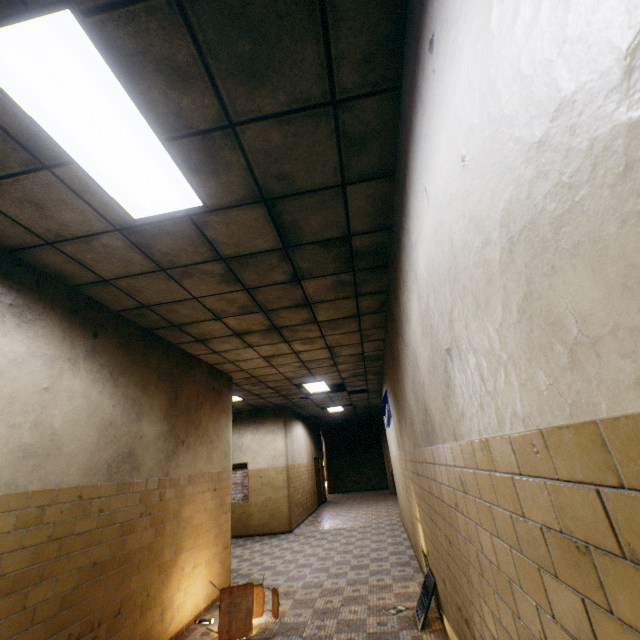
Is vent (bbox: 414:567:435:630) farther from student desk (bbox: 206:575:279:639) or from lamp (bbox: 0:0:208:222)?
lamp (bbox: 0:0:208:222)

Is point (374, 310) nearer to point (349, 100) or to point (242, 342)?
point (242, 342)

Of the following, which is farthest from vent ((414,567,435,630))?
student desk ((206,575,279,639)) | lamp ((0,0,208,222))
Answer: lamp ((0,0,208,222))

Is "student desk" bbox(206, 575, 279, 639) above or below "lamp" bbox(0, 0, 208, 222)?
below

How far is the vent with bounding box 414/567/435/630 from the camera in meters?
3.9 m

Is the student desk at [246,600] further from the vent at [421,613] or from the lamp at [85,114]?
the lamp at [85,114]
